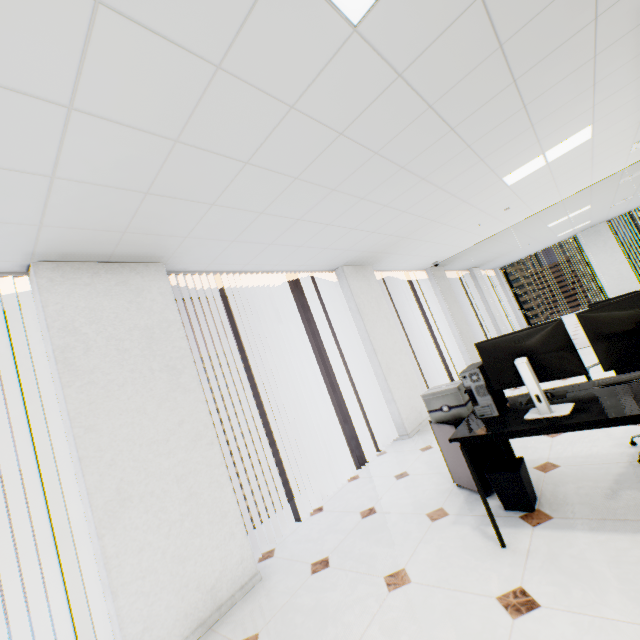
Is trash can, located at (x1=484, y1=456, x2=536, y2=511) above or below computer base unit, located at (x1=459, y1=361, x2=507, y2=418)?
below

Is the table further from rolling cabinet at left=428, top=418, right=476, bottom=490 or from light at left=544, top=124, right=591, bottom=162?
light at left=544, top=124, right=591, bottom=162

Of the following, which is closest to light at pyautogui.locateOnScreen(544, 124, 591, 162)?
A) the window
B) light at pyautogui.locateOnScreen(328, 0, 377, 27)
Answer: light at pyautogui.locateOnScreen(328, 0, 377, 27)

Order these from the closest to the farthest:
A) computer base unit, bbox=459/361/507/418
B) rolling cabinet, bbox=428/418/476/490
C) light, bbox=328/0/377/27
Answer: light, bbox=328/0/377/27, computer base unit, bbox=459/361/507/418, rolling cabinet, bbox=428/418/476/490

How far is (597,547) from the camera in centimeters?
182cm

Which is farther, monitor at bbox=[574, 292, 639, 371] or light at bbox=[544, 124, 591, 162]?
light at bbox=[544, 124, 591, 162]

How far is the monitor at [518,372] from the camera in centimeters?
187cm

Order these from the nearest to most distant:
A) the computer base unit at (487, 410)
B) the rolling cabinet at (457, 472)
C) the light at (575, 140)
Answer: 1. the computer base unit at (487, 410)
2. the rolling cabinet at (457, 472)
3. the light at (575, 140)
